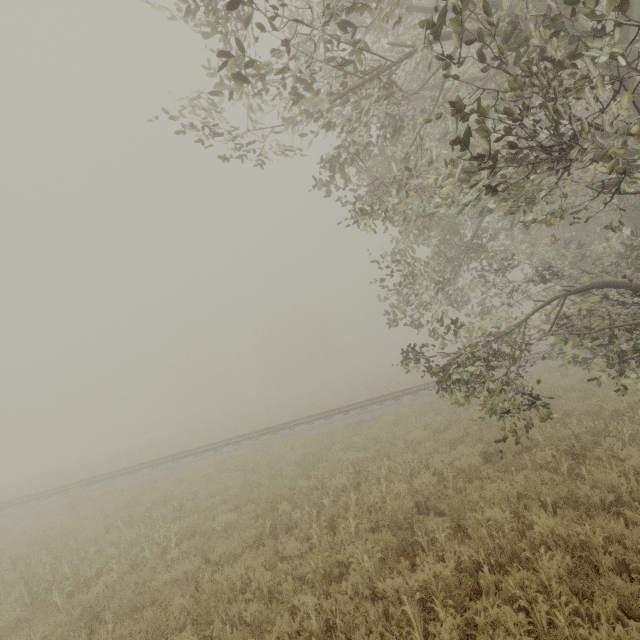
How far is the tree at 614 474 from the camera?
5.8 meters

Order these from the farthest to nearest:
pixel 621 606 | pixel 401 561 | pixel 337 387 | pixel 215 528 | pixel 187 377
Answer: pixel 187 377 → pixel 337 387 → pixel 215 528 → pixel 401 561 → pixel 621 606

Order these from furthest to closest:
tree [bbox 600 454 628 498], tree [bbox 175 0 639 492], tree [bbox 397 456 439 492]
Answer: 1. tree [bbox 397 456 439 492]
2. tree [bbox 600 454 628 498]
3. tree [bbox 175 0 639 492]

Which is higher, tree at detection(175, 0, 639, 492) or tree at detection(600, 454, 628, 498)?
tree at detection(175, 0, 639, 492)

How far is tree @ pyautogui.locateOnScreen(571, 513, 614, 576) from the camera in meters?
4.5

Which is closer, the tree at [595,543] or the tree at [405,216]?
the tree at [405,216]

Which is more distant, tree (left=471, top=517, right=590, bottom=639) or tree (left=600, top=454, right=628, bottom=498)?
tree (left=600, top=454, right=628, bottom=498)
